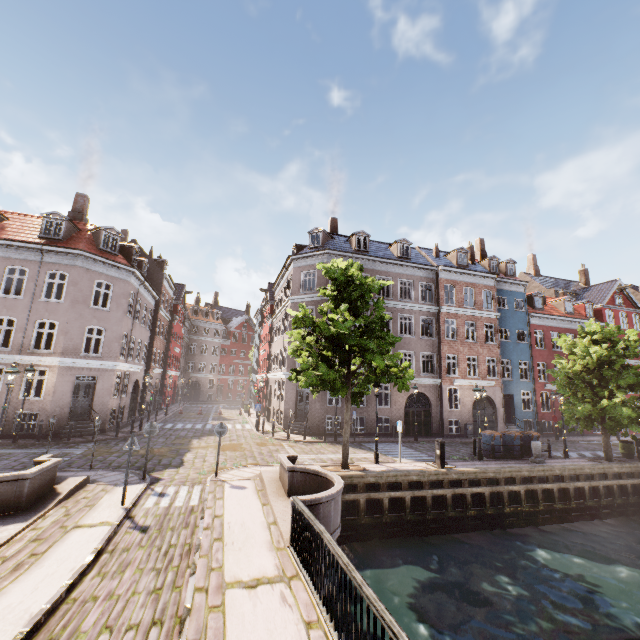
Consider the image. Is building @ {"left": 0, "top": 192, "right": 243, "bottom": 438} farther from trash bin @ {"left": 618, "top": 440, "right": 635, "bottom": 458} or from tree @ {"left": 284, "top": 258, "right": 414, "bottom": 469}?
trash bin @ {"left": 618, "top": 440, "right": 635, "bottom": 458}

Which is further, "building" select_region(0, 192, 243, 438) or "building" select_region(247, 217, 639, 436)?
"building" select_region(247, 217, 639, 436)

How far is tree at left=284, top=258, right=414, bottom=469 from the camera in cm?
1288

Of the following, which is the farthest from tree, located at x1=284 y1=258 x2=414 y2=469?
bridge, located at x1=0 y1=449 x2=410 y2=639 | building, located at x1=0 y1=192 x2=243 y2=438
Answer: building, located at x1=0 y1=192 x2=243 y2=438

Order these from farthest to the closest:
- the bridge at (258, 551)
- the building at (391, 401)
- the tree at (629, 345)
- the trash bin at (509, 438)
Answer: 1. the building at (391, 401)
2. the trash bin at (509, 438)
3. the tree at (629, 345)
4. the bridge at (258, 551)

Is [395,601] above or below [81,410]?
below

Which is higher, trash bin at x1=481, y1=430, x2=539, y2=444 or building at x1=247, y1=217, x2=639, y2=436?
building at x1=247, y1=217, x2=639, y2=436

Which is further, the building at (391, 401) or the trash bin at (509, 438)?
the building at (391, 401)
